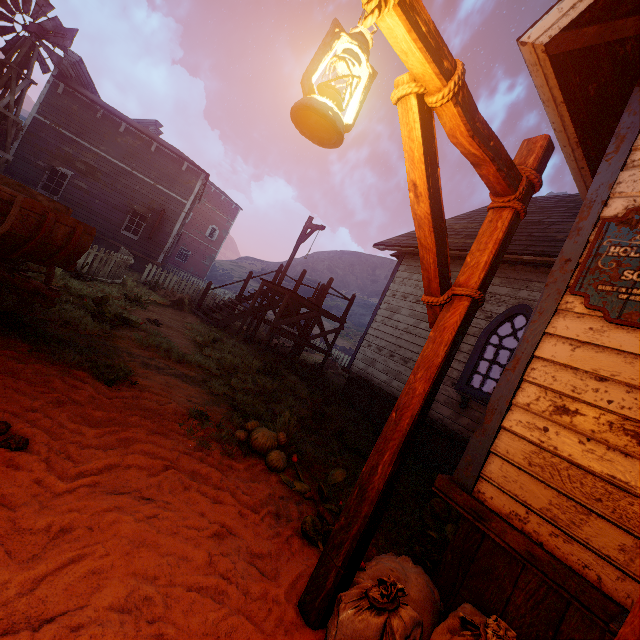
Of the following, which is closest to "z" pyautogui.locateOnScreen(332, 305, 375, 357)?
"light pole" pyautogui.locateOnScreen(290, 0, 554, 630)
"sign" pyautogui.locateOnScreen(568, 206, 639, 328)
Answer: "light pole" pyautogui.locateOnScreen(290, 0, 554, 630)

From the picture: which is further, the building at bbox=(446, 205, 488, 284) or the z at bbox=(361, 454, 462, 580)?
the building at bbox=(446, 205, 488, 284)

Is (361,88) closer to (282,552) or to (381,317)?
(282,552)

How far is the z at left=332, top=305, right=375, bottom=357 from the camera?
31.0m

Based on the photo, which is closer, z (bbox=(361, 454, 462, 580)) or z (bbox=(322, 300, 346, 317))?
z (bbox=(361, 454, 462, 580))

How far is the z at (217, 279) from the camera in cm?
5375

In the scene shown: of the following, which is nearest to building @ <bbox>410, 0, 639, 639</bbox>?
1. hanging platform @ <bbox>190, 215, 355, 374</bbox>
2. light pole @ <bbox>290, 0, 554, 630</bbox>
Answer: light pole @ <bbox>290, 0, 554, 630</bbox>

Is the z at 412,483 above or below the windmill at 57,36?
below
